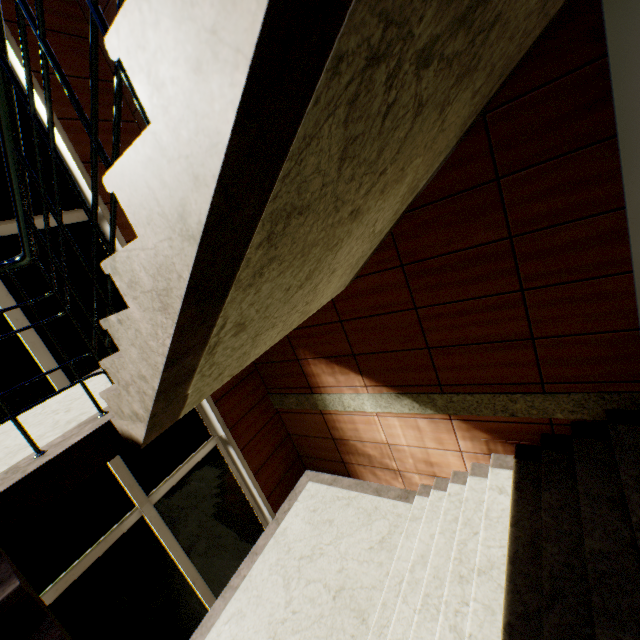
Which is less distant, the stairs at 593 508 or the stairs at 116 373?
the stairs at 116 373

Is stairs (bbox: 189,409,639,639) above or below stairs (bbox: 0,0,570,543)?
below

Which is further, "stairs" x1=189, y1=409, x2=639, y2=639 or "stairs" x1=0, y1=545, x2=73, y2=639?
"stairs" x1=189, y1=409, x2=639, y2=639

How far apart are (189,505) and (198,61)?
5.2m
